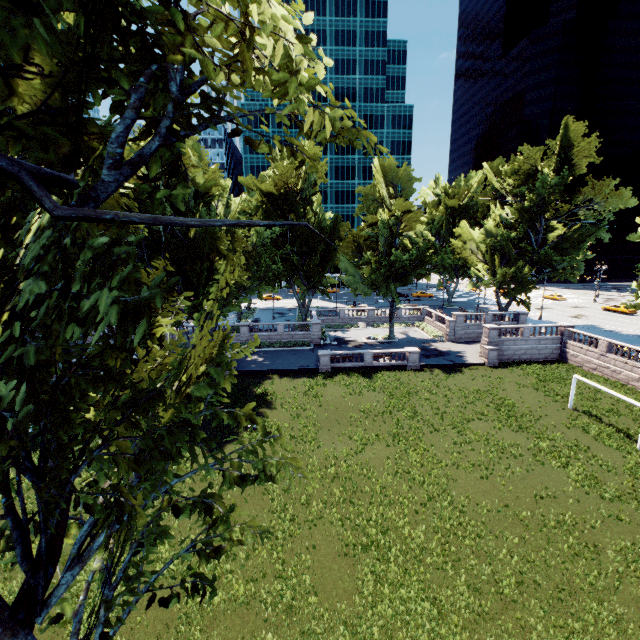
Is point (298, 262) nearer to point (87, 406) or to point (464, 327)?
point (464, 327)
